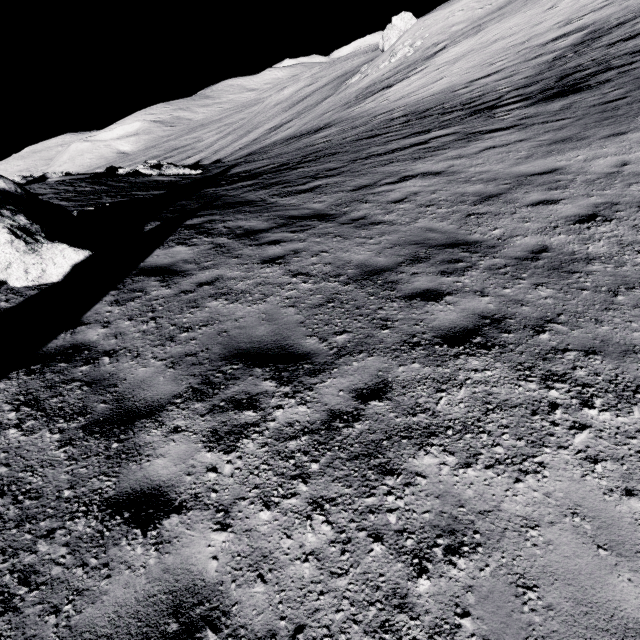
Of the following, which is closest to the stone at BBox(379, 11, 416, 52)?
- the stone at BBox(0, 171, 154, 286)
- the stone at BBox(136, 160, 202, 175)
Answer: the stone at BBox(136, 160, 202, 175)

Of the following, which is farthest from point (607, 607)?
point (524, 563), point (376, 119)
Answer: point (376, 119)

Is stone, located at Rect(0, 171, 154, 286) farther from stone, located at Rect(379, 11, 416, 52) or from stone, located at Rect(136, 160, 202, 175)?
stone, located at Rect(379, 11, 416, 52)

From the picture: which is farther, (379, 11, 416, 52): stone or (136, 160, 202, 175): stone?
(379, 11, 416, 52): stone

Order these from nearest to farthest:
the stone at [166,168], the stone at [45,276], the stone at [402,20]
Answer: the stone at [45,276], the stone at [166,168], the stone at [402,20]

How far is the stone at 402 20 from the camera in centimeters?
4519cm

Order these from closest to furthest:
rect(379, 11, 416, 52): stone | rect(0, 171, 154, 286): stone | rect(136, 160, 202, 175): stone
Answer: rect(0, 171, 154, 286): stone → rect(136, 160, 202, 175): stone → rect(379, 11, 416, 52): stone

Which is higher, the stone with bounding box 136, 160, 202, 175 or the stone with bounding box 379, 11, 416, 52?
the stone with bounding box 379, 11, 416, 52
